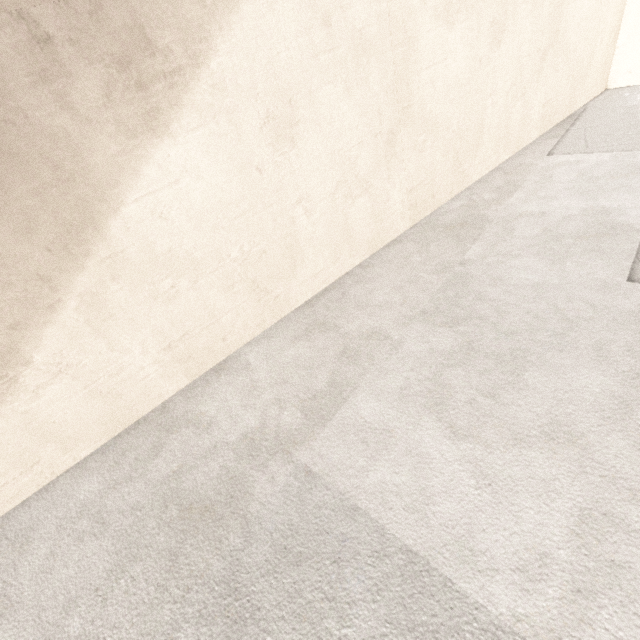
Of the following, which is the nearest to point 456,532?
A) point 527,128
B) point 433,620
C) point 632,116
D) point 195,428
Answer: point 433,620
